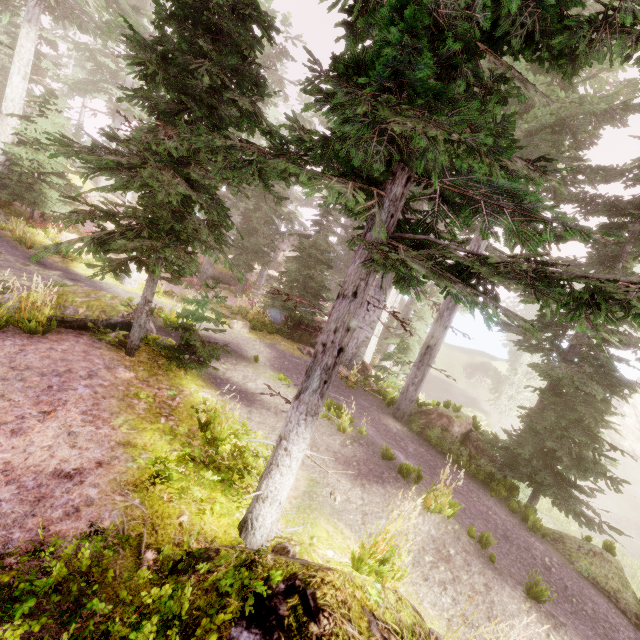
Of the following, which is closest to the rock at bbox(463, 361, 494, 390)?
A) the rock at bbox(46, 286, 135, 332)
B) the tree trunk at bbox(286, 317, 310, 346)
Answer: the tree trunk at bbox(286, 317, 310, 346)

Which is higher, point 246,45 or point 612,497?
point 246,45

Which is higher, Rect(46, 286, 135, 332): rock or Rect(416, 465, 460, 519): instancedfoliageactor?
Rect(46, 286, 135, 332): rock

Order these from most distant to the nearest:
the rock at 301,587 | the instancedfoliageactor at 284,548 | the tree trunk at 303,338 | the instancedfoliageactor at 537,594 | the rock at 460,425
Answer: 1. the tree trunk at 303,338
2. the rock at 460,425
3. the instancedfoliageactor at 537,594
4. the instancedfoliageactor at 284,548
5. the rock at 301,587

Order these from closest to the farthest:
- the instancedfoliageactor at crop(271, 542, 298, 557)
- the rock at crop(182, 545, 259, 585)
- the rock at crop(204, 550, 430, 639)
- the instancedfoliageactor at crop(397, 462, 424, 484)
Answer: the rock at crop(204, 550, 430, 639) → the rock at crop(182, 545, 259, 585) → the instancedfoliageactor at crop(271, 542, 298, 557) → the instancedfoliageactor at crop(397, 462, 424, 484)

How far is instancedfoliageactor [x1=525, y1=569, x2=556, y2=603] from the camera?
5.3m

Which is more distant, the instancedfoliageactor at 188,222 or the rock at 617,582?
the rock at 617,582
